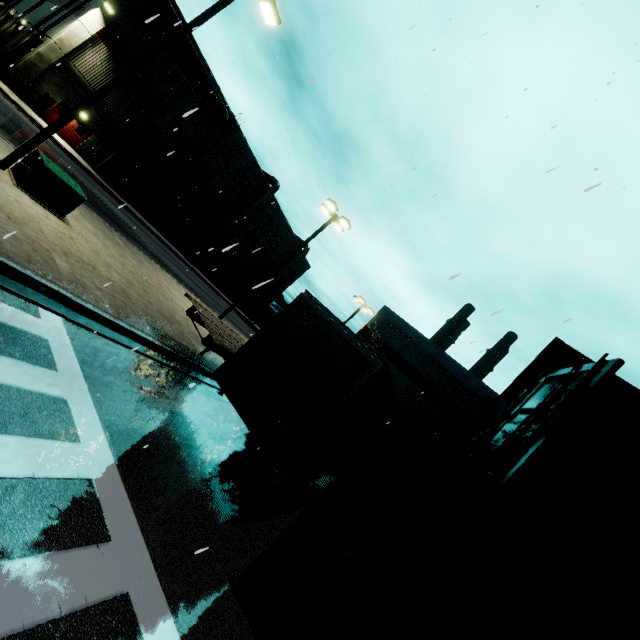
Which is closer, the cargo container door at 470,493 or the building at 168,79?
the cargo container door at 470,493

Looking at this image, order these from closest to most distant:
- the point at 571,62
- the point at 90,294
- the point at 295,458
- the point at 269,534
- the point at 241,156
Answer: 1. the point at 295,458
2. the point at 269,534
3. the point at 90,294
4. the point at 571,62
5. the point at 241,156

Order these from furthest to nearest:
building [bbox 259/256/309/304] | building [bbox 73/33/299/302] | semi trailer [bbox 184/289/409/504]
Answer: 1. building [bbox 259/256/309/304]
2. building [bbox 73/33/299/302]
3. semi trailer [bbox 184/289/409/504]

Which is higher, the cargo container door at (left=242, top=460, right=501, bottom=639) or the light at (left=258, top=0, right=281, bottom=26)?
the light at (left=258, top=0, right=281, bottom=26)

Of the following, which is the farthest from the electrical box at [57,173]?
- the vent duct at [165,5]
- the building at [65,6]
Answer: the vent duct at [165,5]

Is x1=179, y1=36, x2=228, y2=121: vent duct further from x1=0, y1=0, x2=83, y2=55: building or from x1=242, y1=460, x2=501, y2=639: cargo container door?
x1=242, y1=460, x2=501, y2=639: cargo container door

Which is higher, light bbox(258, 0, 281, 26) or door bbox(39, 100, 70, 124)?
light bbox(258, 0, 281, 26)

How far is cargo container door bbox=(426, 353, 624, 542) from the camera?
3.0 meters
